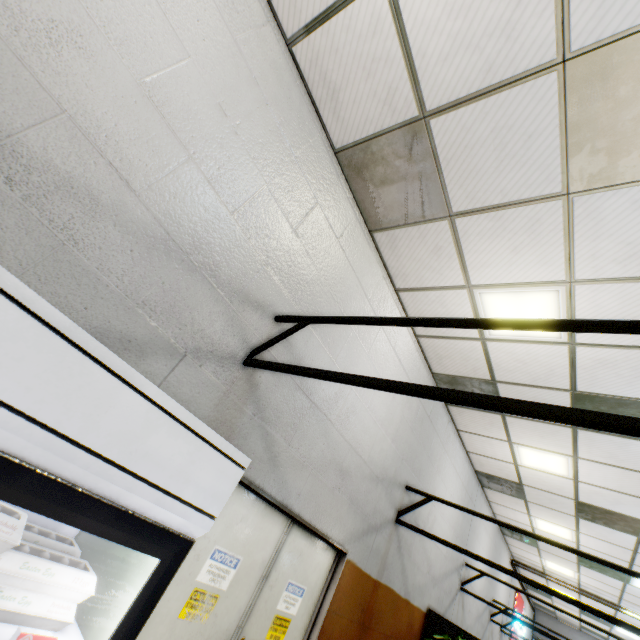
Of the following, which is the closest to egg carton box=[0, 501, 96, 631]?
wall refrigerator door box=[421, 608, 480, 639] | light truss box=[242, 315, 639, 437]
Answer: light truss box=[242, 315, 639, 437]

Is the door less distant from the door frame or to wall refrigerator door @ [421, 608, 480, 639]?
the door frame

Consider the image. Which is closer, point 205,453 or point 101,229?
point 205,453

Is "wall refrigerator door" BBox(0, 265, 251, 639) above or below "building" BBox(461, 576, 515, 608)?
below

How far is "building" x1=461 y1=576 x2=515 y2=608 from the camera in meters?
7.3 m

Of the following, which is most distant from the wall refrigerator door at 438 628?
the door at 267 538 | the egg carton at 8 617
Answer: the egg carton at 8 617

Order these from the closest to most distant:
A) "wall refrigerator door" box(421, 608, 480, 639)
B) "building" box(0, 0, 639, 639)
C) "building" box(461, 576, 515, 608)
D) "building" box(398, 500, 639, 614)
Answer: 1. "building" box(0, 0, 639, 639)
2. "wall refrigerator door" box(421, 608, 480, 639)
3. "building" box(398, 500, 639, 614)
4. "building" box(461, 576, 515, 608)

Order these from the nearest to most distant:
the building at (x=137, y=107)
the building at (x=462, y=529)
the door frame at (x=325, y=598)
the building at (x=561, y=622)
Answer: the building at (x=137, y=107) → the door frame at (x=325, y=598) → the building at (x=462, y=529) → the building at (x=561, y=622)
